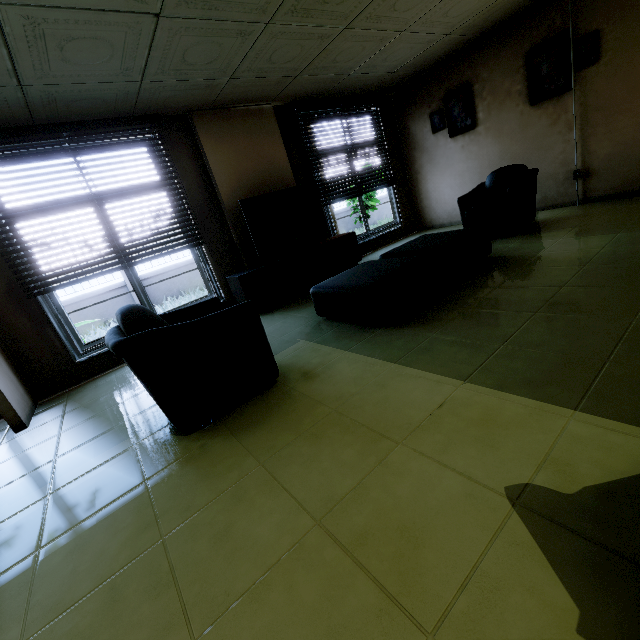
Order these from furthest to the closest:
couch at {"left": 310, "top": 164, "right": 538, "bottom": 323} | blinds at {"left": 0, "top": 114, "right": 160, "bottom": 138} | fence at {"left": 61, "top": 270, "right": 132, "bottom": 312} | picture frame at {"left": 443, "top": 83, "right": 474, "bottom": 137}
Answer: fence at {"left": 61, "top": 270, "right": 132, "bottom": 312} < picture frame at {"left": 443, "top": 83, "right": 474, "bottom": 137} < blinds at {"left": 0, "top": 114, "right": 160, "bottom": 138} < couch at {"left": 310, "top": 164, "right": 538, "bottom": 323}

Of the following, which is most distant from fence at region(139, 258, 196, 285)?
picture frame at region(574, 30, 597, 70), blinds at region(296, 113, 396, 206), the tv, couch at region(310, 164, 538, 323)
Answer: picture frame at region(574, 30, 597, 70)

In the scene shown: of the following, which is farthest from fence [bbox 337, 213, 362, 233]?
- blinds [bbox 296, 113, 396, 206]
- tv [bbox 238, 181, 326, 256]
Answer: tv [bbox 238, 181, 326, 256]

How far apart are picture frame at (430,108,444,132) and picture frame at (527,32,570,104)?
0.9m

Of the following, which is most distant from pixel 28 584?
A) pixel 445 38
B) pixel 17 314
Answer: pixel 445 38

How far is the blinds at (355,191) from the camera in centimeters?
555cm

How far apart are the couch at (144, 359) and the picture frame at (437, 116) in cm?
561
